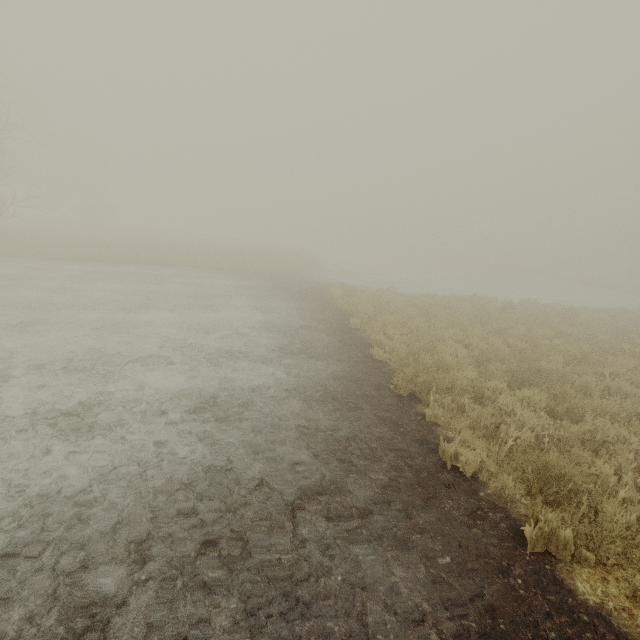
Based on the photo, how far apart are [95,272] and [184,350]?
11.60m
